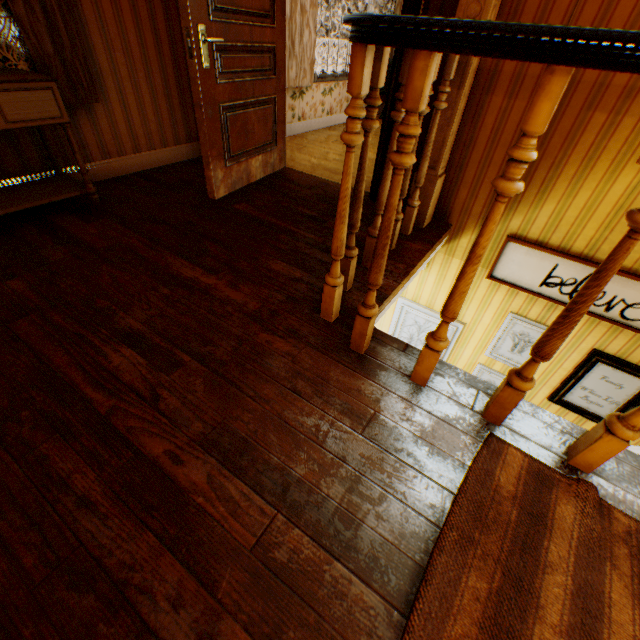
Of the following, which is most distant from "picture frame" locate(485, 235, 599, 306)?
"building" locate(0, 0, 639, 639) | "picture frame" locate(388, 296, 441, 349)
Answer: "picture frame" locate(388, 296, 441, 349)

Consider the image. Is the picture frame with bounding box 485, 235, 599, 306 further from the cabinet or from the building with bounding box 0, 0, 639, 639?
the cabinet

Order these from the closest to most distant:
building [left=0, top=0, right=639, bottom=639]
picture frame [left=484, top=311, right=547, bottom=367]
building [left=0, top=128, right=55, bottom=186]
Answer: building [left=0, top=0, right=639, bottom=639], building [left=0, top=128, right=55, bottom=186], picture frame [left=484, top=311, right=547, bottom=367]

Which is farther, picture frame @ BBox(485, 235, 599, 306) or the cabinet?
picture frame @ BBox(485, 235, 599, 306)

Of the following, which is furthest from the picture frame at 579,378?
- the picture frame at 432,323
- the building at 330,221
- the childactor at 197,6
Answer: the childactor at 197,6

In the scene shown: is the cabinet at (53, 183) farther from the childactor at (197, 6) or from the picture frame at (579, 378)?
the picture frame at (579, 378)

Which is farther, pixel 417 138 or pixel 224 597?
pixel 417 138

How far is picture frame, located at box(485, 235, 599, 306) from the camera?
2.6m
